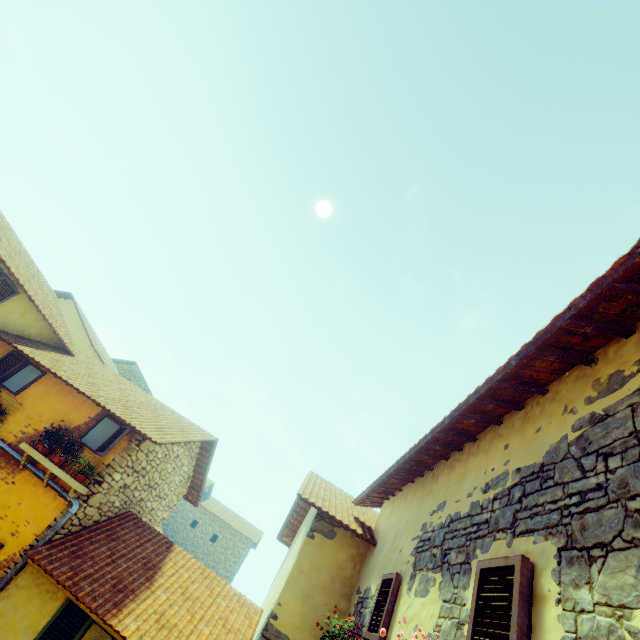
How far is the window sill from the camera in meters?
6.0 m

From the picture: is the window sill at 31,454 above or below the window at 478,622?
below

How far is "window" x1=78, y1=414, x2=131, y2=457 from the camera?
6.6m

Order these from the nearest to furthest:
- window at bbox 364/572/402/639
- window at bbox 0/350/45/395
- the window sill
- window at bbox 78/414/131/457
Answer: window at bbox 364/572/402/639 < the window sill < window at bbox 78/414/131/457 < window at bbox 0/350/45/395

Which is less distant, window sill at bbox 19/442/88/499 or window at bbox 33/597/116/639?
window at bbox 33/597/116/639

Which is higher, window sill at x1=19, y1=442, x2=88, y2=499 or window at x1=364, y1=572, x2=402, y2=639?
window at x1=364, y1=572, x2=402, y2=639

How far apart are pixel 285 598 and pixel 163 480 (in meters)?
5.27
